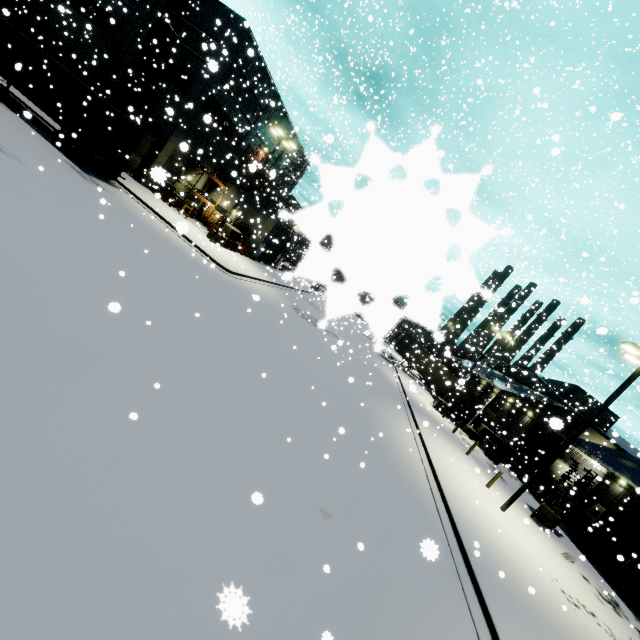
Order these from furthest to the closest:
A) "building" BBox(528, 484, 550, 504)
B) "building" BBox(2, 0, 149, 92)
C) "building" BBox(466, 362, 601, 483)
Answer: "building" BBox(466, 362, 601, 483) < "building" BBox(528, 484, 550, 504) < "building" BBox(2, 0, 149, 92)

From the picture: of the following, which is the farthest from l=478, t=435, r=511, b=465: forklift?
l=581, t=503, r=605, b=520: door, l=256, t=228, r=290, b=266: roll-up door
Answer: l=256, t=228, r=290, b=266: roll-up door

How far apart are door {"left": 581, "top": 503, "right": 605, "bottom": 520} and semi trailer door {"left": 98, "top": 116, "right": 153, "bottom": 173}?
45.3 meters

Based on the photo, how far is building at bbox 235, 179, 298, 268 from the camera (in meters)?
32.72

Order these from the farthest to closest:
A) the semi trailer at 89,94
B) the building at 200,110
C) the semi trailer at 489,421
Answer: the semi trailer at 489,421 < the building at 200,110 < the semi trailer at 89,94

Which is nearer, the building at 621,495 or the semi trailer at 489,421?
the building at 621,495

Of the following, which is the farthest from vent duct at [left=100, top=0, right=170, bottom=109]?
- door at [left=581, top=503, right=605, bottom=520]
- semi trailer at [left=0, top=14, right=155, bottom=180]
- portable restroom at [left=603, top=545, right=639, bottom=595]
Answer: door at [left=581, top=503, right=605, bottom=520]

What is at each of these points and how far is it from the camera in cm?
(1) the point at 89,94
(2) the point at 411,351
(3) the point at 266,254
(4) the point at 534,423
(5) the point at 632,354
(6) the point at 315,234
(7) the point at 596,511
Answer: (1) semi trailer, 1808
(2) semi trailer, 4025
(3) roll-up door, 3750
(4) building, 3338
(5) light, 1522
(6) building, 24
(7) door, 2842
